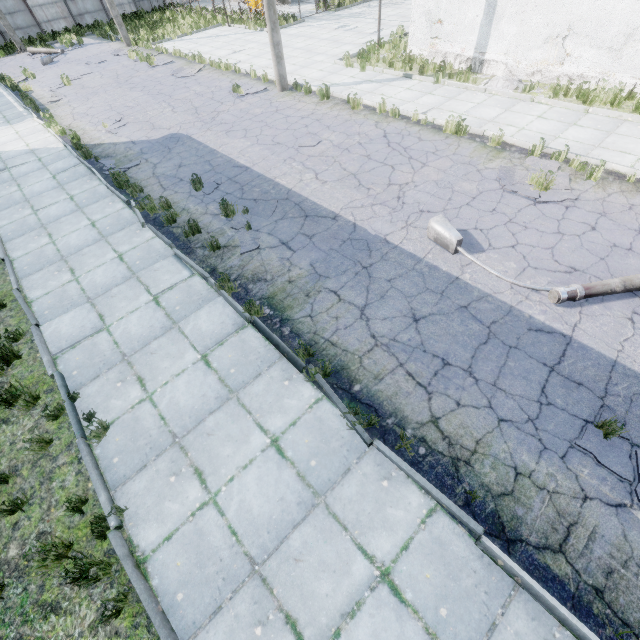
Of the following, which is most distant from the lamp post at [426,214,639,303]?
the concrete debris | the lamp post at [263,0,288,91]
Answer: the lamp post at [263,0,288,91]

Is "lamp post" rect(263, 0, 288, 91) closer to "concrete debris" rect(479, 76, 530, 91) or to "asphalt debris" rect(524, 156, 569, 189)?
"concrete debris" rect(479, 76, 530, 91)

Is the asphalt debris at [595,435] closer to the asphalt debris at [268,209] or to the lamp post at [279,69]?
the asphalt debris at [268,209]

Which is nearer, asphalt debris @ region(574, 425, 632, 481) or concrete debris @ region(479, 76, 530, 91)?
asphalt debris @ region(574, 425, 632, 481)

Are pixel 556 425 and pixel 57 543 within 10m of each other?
yes

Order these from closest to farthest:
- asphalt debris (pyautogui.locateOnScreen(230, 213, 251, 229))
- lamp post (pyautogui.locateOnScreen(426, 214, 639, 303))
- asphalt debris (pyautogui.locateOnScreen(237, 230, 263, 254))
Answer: lamp post (pyautogui.locateOnScreen(426, 214, 639, 303)) < asphalt debris (pyautogui.locateOnScreen(237, 230, 263, 254)) < asphalt debris (pyautogui.locateOnScreen(230, 213, 251, 229))

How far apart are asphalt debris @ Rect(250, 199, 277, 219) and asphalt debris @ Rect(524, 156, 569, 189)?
5.51m

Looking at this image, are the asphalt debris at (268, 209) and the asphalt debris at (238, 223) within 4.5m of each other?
yes
